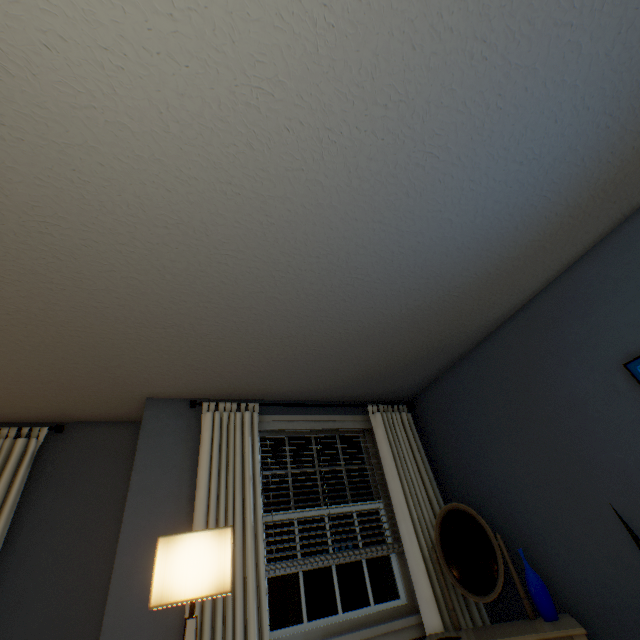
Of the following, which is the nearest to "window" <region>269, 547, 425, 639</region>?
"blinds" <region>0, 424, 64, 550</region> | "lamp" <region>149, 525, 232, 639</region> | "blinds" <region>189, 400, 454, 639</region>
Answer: "blinds" <region>189, 400, 454, 639</region>

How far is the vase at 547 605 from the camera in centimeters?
180cm

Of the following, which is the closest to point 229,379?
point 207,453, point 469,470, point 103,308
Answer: point 207,453

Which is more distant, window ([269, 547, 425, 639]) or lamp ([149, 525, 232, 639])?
window ([269, 547, 425, 639])

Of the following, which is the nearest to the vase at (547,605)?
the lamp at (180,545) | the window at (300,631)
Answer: the window at (300,631)

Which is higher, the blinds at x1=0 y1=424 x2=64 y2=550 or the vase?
the blinds at x1=0 y1=424 x2=64 y2=550

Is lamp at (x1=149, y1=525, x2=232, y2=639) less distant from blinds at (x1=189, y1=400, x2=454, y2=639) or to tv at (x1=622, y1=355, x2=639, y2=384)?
blinds at (x1=189, y1=400, x2=454, y2=639)

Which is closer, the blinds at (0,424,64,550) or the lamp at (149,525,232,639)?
the lamp at (149,525,232,639)
